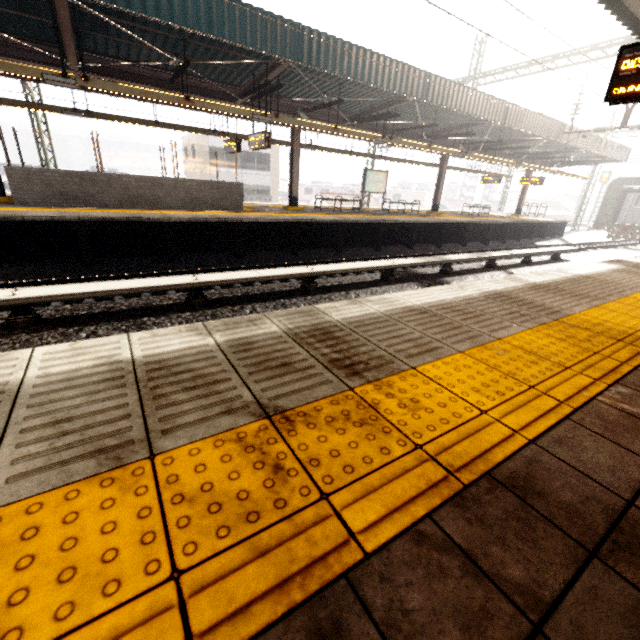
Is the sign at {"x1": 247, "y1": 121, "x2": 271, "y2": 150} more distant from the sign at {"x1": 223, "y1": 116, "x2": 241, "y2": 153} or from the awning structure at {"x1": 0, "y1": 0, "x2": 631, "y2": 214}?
the sign at {"x1": 223, "y1": 116, "x2": 241, "y2": 153}

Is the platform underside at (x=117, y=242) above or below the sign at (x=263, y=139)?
below

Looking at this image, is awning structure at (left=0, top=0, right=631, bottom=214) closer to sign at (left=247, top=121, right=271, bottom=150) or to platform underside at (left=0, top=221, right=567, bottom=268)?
sign at (left=247, top=121, right=271, bottom=150)

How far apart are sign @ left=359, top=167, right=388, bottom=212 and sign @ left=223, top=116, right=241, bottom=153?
6.04m

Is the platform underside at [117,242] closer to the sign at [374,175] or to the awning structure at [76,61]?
the awning structure at [76,61]

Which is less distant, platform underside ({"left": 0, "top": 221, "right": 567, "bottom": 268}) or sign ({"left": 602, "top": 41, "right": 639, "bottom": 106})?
sign ({"left": 602, "top": 41, "right": 639, "bottom": 106})

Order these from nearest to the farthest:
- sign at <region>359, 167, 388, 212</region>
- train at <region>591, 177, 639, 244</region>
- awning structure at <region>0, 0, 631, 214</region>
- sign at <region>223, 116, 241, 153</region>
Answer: awning structure at <region>0, 0, 631, 214</region>
sign at <region>223, 116, 241, 153</region>
sign at <region>359, 167, 388, 212</region>
train at <region>591, 177, 639, 244</region>

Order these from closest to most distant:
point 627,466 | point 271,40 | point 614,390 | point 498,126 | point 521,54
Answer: point 627,466
point 614,390
point 521,54
point 271,40
point 498,126
